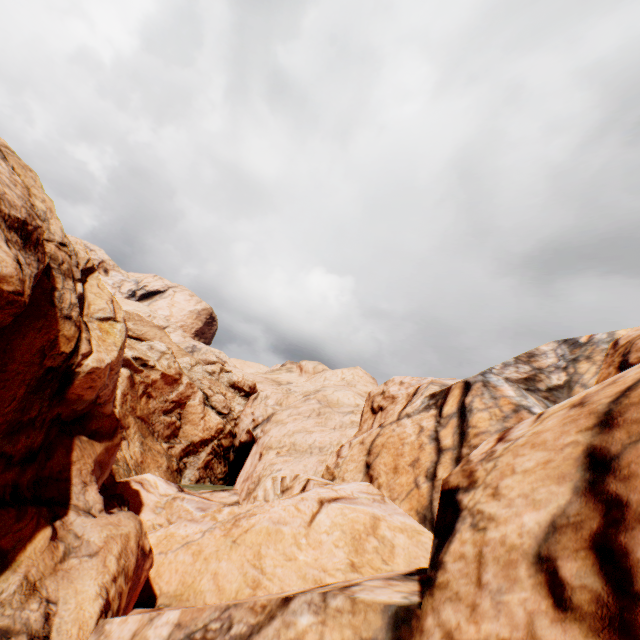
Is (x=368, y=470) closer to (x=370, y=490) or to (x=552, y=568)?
(x=370, y=490)
